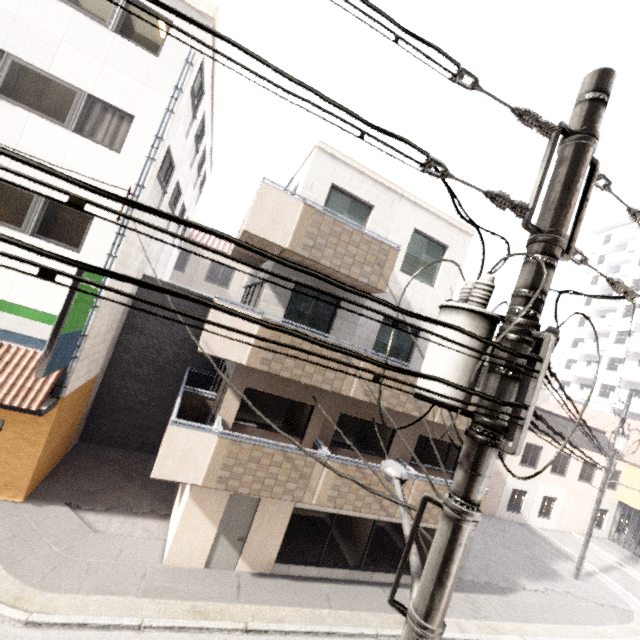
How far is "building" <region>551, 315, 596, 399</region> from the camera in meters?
38.8 m

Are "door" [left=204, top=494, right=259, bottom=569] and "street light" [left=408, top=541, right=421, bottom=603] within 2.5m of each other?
no

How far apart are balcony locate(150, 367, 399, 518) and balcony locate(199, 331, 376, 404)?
1.58m

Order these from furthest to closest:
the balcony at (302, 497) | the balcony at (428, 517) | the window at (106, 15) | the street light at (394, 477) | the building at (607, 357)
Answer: the building at (607, 357) → the balcony at (428, 517) → the window at (106, 15) → the balcony at (302, 497) → the street light at (394, 477)

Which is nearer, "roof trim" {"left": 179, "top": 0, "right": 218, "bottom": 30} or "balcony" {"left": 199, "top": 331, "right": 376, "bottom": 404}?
"balcony" {"left": 199, "top": 331, "right": 376, "bottom": 404}

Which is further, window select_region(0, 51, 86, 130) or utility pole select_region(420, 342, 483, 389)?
window select_region(0, 51, 86, 130)

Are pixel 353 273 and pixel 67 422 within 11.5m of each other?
yes

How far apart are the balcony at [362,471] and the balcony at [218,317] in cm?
158
